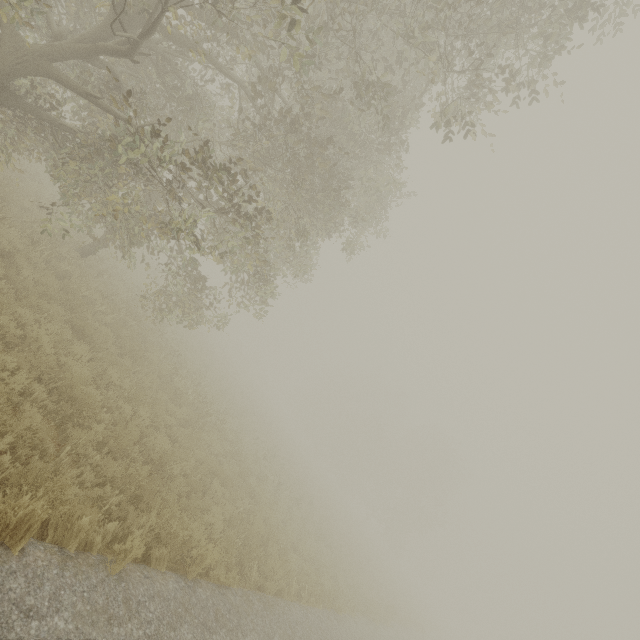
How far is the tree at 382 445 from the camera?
41.1 meters

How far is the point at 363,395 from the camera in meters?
50.7 m

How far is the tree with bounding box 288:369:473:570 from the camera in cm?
4106
